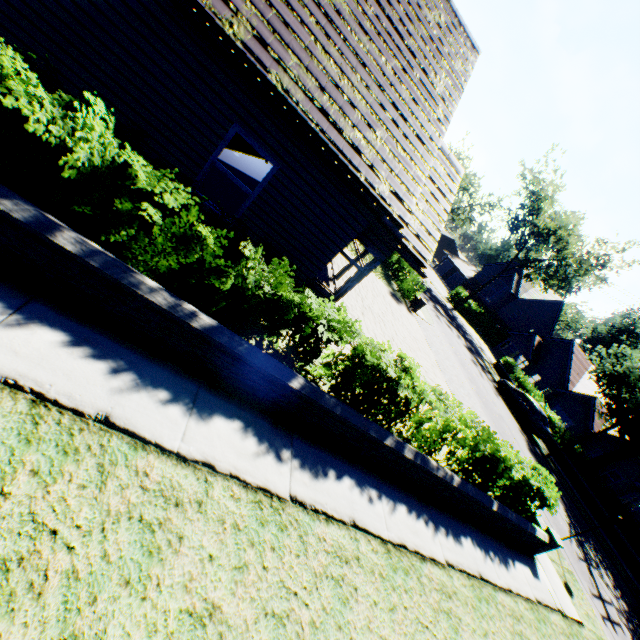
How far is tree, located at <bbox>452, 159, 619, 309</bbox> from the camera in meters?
34.6 m

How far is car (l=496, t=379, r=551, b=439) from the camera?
22.1m

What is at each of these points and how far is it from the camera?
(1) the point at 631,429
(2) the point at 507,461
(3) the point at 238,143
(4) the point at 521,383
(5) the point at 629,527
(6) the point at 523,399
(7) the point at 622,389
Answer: (1) tree, 21.12m
(2) hedge, 7.65m
(3) staircase, 10.38m
(4) hedge, 28.89m
(5) hedge, 19.44m
(6) car, 23.52m
(7) tree, 24.58m

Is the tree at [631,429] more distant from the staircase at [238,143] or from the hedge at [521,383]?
the staircase at [238,143]

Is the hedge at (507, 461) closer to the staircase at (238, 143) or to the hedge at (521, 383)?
the staircase at (238, 143)

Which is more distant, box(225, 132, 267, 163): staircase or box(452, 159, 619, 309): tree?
box(452, 159, 619, 309): tree

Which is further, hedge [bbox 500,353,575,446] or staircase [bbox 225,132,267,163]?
hedge [bbox 500,353,575,446]

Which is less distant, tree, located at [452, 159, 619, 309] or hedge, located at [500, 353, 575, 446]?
hedge, located at [500, 353, 575, 446]
